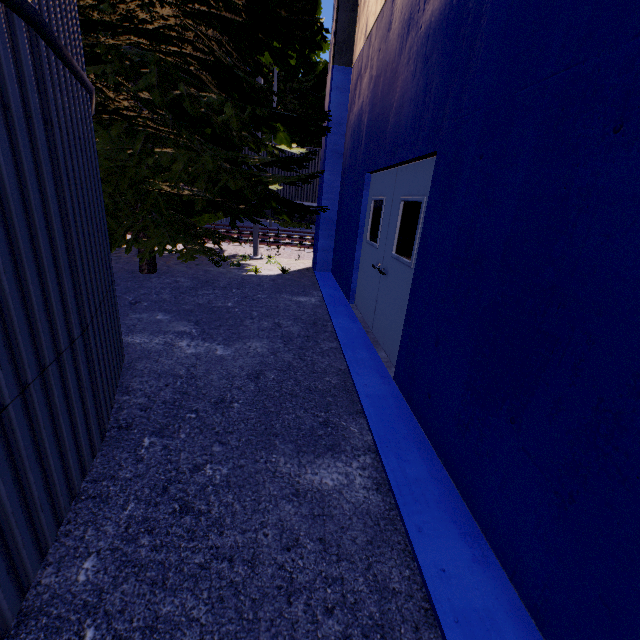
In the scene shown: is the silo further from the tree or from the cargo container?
the cargo container

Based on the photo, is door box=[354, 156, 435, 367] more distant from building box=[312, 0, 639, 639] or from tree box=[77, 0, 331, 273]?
tree box=[77, 0, 331, 273]

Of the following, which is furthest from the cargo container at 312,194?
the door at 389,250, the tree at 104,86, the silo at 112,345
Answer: the silo at 112,345

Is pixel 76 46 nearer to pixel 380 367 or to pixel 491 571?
pixel 380 367

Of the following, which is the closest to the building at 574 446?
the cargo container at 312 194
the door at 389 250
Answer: the door at 389 250

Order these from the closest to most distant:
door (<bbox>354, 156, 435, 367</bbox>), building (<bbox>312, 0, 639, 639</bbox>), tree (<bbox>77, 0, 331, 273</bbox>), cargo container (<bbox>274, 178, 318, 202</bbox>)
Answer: building (<bbox>312, 0, 639, 639</bbox>)
door (<bbox>354, 156, 435, 367</bbox>)
tree (<bbox>77, 0, 331, 273</bbox>)
cargo container (<bbox>274, 178, 318, 202</bbox>)

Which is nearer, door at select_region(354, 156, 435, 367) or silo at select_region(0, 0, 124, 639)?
silo at select_region(0, 0, 124, 639)

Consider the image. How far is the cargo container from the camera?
15.30m
